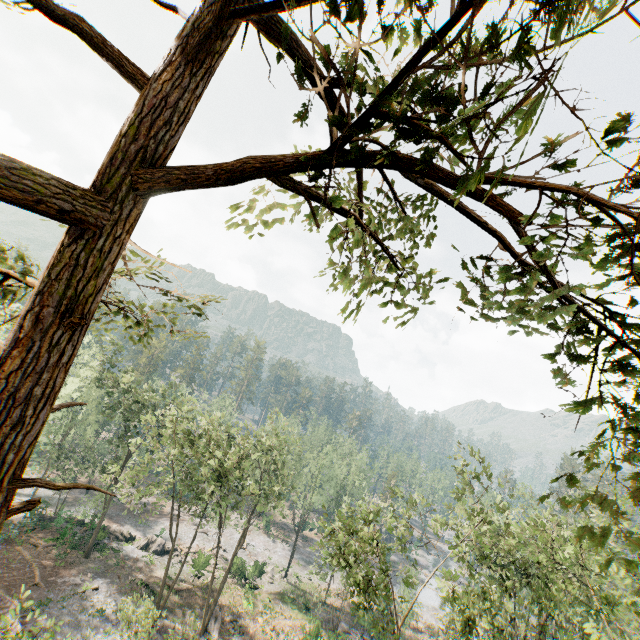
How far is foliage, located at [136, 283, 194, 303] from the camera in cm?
646

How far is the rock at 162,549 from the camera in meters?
39.3 m

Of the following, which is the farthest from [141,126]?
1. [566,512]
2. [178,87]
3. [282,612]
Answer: [282,612]

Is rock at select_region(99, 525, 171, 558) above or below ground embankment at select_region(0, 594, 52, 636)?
below

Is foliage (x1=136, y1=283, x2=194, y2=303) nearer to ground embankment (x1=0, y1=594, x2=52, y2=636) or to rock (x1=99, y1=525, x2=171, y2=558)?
rock (x1=99, y1=525, x2=171, y2=558)

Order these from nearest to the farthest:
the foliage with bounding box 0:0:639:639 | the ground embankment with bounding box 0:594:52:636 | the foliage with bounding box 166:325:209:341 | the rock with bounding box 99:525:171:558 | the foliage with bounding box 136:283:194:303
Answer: the foliage with bounding box 0:0:639:639
the foliage with bounding box 136:283:194:303
the foliage with bounding box 166:325:209:341
the ground embankment with bounding box 0:594:52:636
the rock with bounding box 99:525:171:558

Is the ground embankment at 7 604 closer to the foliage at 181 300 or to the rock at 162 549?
the foliage at 181 300
